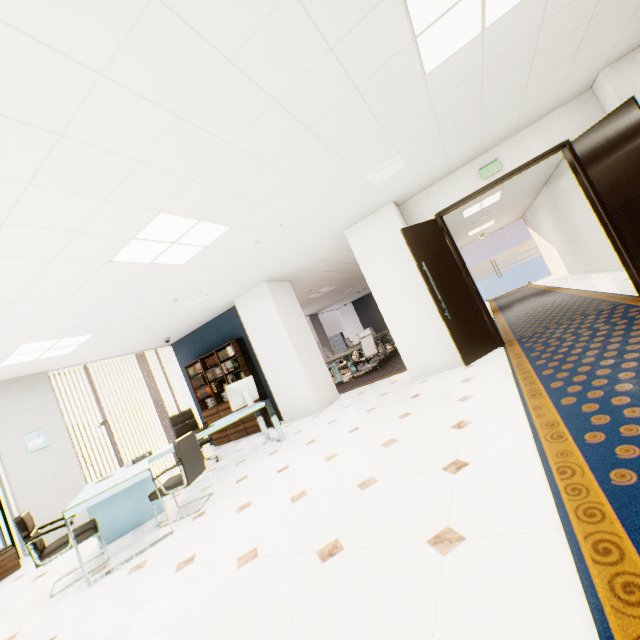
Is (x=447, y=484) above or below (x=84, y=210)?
below

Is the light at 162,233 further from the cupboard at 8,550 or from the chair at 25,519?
the cupboard at 8,550

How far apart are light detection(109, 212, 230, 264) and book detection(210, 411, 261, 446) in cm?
338

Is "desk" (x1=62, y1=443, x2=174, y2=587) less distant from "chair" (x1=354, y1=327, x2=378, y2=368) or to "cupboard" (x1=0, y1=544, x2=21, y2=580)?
"cupboard" (x1=0, y1=544, x2=21, y2=580)

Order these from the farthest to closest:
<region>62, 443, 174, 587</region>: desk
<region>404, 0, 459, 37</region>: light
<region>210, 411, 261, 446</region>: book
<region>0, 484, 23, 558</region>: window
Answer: <region>210, 411, 261, 446</region>: book
<region>0, 484, 23, 558</region>: window
<region>62, 443, 174, 587</region>: desk
<region>404, 0, 459, 37</region>: light

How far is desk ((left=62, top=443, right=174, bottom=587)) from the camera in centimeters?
320cm

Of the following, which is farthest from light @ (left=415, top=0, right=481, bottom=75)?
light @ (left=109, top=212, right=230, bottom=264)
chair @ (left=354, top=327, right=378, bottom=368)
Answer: chair @ (left=354, top=327, right=378, bottom=368)

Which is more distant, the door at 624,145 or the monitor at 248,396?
the monitor at 248,396
